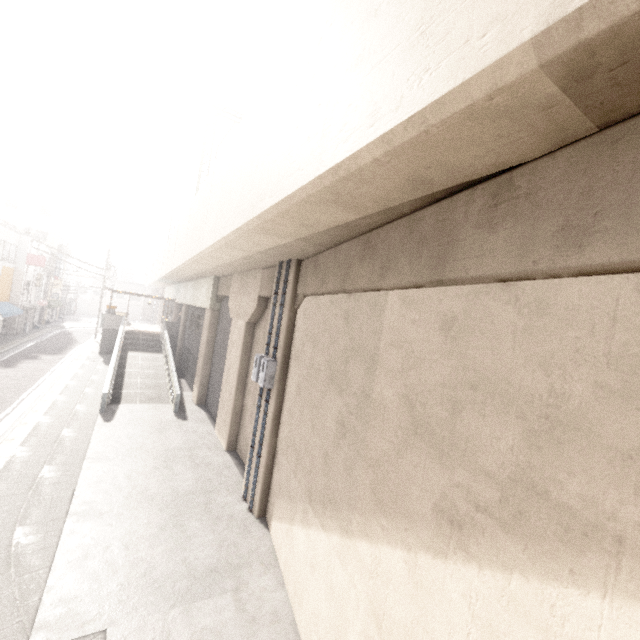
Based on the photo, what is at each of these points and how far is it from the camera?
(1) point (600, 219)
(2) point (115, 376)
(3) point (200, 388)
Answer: (1) concrete pillar, 2.05m
(2) ramp, 18.47m
(3) concrete pillar, 17.22m

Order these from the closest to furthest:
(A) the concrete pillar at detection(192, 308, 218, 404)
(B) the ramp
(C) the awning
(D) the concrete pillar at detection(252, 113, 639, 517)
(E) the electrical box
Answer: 1. (D) the concrete pillar at detection(252, 113, 639, 517)
2. (E) the electrical box
3. (B) the ramp
4. (A) the concrete pillar at detection(192, 308, 218, 404)
5. (C) the awning

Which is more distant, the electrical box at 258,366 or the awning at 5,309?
the awning at 5,309

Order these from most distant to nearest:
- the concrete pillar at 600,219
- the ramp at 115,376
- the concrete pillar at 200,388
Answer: the concrete pillar at 200,388 → the ramp at 115,376 → the concrete pillar at 600,219

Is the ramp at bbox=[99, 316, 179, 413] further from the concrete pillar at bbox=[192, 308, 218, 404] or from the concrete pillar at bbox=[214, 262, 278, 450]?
the concrete pillar at bbox=[214, 262, 278, 450]

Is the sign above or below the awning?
above

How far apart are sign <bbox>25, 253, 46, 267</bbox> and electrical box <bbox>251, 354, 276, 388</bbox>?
32.0m

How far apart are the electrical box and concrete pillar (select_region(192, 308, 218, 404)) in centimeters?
940cm
